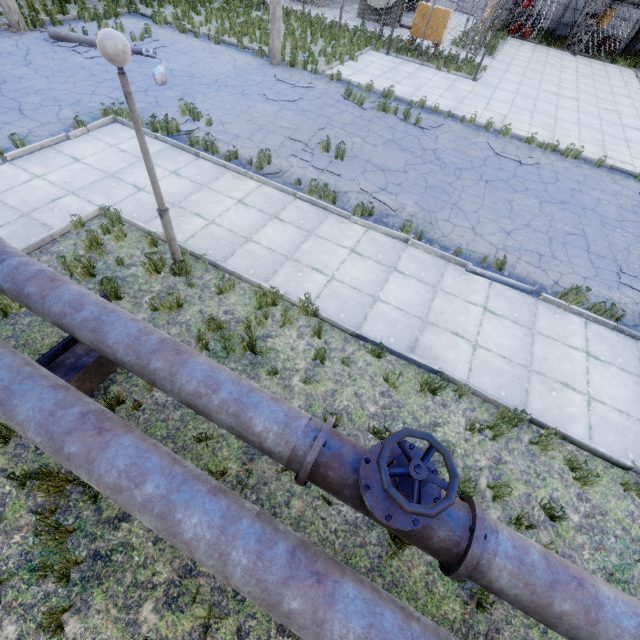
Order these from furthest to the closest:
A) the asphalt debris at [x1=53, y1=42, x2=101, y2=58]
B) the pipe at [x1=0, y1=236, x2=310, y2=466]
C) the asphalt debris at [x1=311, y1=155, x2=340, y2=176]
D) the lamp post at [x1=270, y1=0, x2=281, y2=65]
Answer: the lamp post at [x1=270, y1=0, x2=281, y2=65], the asphalt debris at [x1=53, y1=42, x2=101, y2=58], the asphalt debris at [x1=311, y1=155, x2=340, y2=176], the pipe at [x1=0, y1=236, x2=310, y2=466]

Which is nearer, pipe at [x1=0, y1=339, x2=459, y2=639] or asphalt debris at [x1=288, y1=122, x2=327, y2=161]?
pipe at [x1=0, y1=339, x2=459, y2=639]

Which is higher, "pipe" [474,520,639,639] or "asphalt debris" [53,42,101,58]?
"pipe" [474,520,639,639]

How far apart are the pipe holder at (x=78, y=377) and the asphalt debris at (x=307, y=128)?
6.8 meters

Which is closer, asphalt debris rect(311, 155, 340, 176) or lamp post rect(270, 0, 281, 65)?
asphalt debris rect(311, 155, 340, 176)

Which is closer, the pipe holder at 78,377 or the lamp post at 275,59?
the pipe holder at 78,377

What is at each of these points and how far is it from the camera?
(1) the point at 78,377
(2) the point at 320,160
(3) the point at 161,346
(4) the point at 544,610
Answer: (1) pipe holder, 4.2m
(2) asphalt debris, 9.3m
(3) pipe, 3.6m
(4) pipe, 2.7m

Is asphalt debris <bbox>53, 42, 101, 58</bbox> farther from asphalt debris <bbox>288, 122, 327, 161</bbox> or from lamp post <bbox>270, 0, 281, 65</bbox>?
asphalt debris <bbox>288, 122, 327, 161</bbox>
